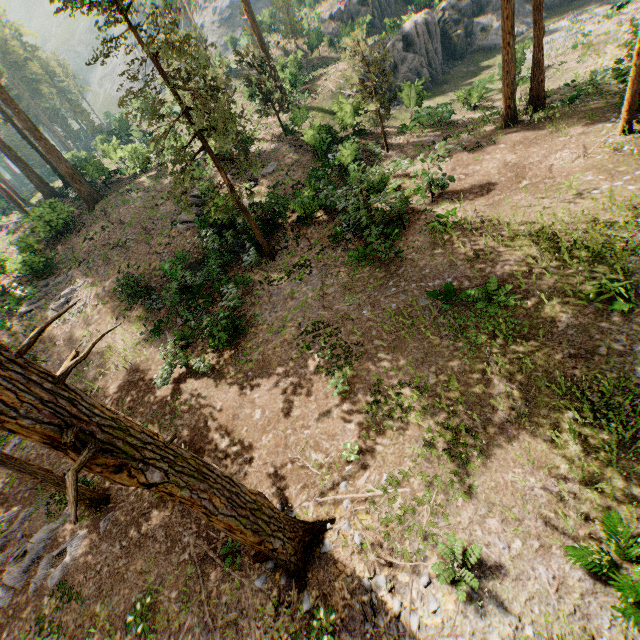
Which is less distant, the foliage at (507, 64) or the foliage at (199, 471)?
the foliage at (199, 471)

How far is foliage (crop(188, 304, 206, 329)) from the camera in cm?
1373

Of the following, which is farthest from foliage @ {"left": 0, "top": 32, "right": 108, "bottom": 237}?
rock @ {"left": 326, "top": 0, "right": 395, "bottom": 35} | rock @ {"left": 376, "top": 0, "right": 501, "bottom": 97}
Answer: rock @ {"left": 326, "top": 0, "right": 395, "bottom": 35}

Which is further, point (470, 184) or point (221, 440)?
point (470, 184)

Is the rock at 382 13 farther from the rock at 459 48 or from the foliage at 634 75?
the rock at 459 48

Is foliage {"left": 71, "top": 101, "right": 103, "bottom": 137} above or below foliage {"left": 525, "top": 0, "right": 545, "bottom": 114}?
above
